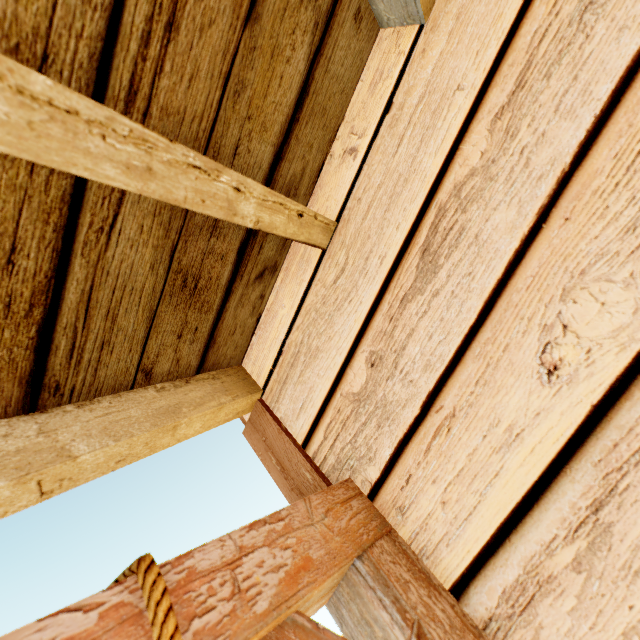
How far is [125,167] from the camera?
0.5m
